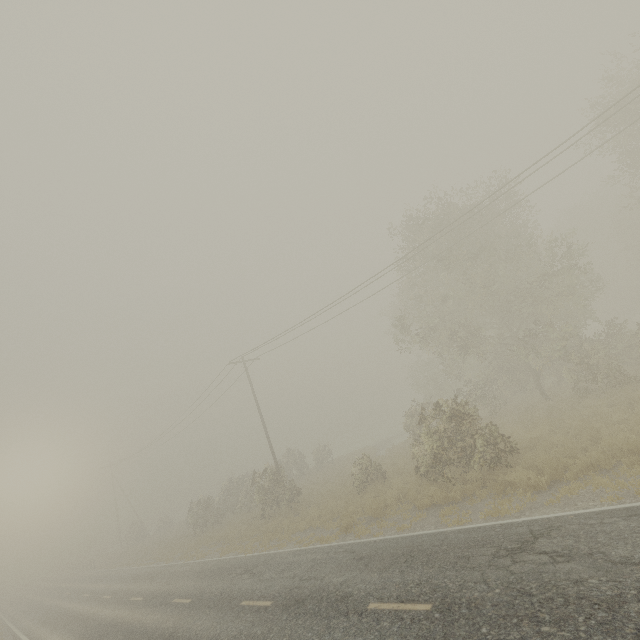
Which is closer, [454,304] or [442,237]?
[442,237]
